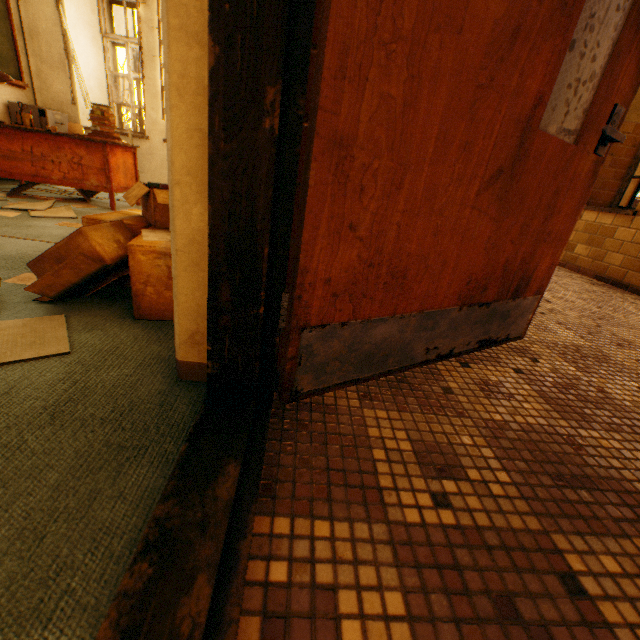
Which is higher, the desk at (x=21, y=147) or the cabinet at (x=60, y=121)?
the cabinet at (x=60, y=121)

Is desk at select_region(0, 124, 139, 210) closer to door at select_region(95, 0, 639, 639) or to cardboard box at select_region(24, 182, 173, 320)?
cardboard box at select_region(24, 182, 173, 320)

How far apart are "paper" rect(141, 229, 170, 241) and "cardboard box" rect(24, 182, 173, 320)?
0.0m

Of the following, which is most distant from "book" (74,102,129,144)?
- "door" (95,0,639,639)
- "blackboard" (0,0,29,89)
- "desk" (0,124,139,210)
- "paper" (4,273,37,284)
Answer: "door" (95,0,639,639)

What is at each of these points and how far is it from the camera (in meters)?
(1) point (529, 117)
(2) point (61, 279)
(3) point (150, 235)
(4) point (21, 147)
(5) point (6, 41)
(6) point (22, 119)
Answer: (1) door, 1.05
(2) cardboard box, 1.33
(3) paper, 1.43
(4) desk, 3.36
(5) blackboard, 4.38
(6) pencil holder, 3.32

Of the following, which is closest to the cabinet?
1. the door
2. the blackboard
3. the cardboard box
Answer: the blackboard

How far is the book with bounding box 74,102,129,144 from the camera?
3.30m

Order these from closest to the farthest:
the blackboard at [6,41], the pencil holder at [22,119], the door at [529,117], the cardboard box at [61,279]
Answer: the door at [529,117], the cardboard box at [61,279], the pencil holder at [22,119], the blackboard at [6,41]
